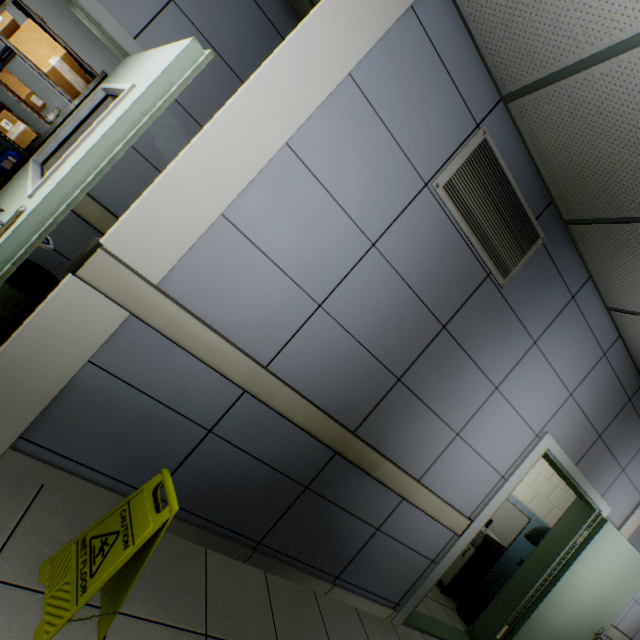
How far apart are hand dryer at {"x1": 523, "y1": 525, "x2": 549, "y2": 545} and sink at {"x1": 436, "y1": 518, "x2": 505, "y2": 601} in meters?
0.4 m

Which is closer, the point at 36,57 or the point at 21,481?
the point at 21,481

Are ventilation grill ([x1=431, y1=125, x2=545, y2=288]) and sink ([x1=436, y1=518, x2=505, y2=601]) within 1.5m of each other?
no

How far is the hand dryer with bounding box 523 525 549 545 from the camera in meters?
3.9 m

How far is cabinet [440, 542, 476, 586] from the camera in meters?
4.2 m

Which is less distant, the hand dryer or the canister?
the hand dryer

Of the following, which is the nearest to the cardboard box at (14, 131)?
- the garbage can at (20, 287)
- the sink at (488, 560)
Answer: the garbage can at (20, 287)

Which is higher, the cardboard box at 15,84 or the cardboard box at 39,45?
the cardboard box at 39,45
